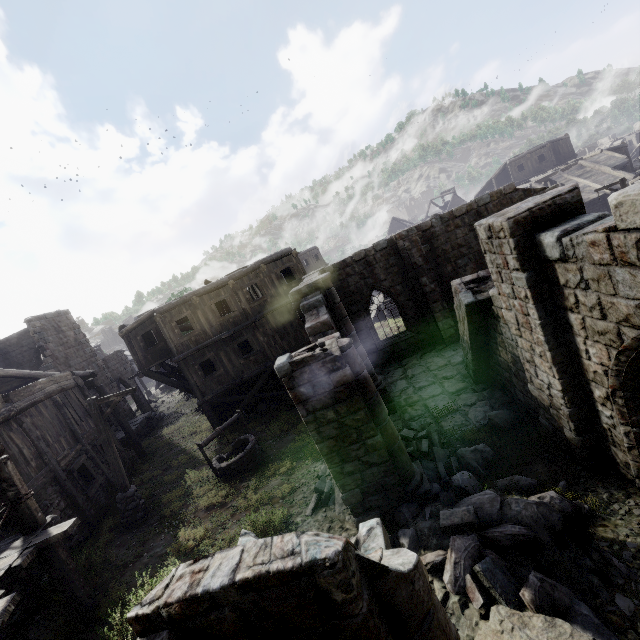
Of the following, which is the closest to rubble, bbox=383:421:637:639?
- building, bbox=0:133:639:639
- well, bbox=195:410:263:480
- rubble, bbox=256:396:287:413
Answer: building, bbox=0:133:639:639

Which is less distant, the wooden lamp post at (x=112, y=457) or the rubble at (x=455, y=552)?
the rubble at (x=455, y=552)

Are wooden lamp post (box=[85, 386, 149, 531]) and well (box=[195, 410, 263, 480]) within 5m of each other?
yes

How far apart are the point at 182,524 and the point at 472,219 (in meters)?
17.25

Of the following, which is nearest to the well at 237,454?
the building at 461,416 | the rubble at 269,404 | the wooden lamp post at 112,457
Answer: the wooden lamp post at 112,457

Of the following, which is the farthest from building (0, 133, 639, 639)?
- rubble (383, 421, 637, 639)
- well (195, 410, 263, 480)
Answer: well (195, 410, 263, 480)

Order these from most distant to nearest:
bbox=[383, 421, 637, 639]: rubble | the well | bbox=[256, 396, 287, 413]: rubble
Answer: bbox=[256, 396, 287, 413]: rubble, the well, bbox=[383, 421, 637, 639]: rubble

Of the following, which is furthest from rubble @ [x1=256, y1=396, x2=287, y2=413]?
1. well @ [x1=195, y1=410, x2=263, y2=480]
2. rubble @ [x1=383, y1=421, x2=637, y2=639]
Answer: rubble @ [x1=383, y1=421, x2=637, y2=639]
